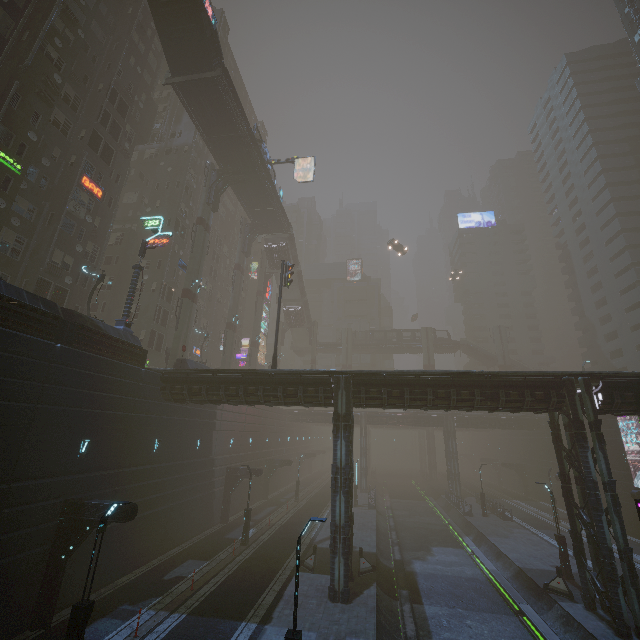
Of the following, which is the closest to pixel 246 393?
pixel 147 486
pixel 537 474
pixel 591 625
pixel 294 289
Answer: pixel 147 486

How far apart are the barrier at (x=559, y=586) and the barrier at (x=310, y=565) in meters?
13.9 m

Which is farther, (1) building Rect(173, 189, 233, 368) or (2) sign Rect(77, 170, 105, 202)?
(1) building Rect(173, 189, 233, 368)

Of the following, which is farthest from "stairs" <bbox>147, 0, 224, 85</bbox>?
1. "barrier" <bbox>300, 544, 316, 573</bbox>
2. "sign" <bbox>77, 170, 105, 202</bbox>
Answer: "barrier" <bbox>300, 544, 316, 573</bbox>

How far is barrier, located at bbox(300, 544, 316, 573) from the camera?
20.6 meters

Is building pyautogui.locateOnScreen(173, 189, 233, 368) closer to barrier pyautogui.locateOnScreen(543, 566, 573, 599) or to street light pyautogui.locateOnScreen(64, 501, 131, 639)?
barrier pyautogui.locateOnScreen(543, 566, 573, 599)

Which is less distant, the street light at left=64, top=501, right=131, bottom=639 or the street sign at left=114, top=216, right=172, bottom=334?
the street light at left=64, top=501, right=131, bottom=639

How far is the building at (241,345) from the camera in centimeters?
5683cm
